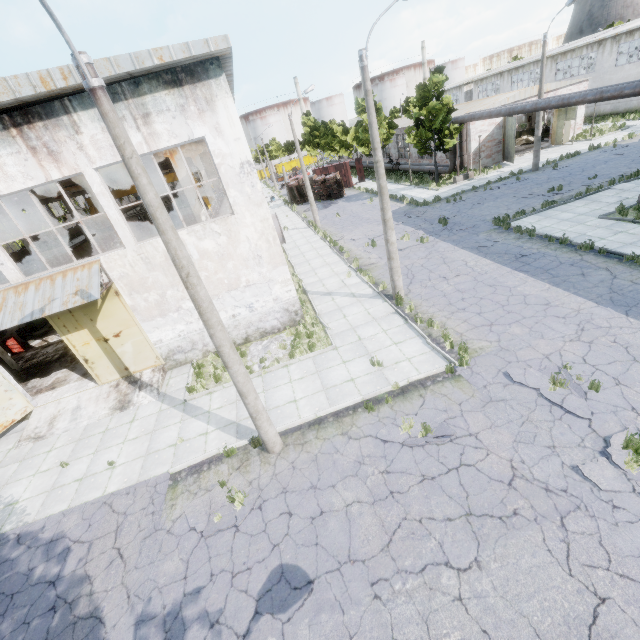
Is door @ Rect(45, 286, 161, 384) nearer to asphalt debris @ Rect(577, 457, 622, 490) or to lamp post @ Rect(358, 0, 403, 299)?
lamp post @ Rect(358, 0, 403, 299)

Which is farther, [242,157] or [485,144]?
[485,144]

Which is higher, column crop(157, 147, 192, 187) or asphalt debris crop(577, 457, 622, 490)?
column crop(157, 147, 192, 187)

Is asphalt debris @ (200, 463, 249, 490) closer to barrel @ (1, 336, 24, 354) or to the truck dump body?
barrel @ (1, 336, 24, 354)

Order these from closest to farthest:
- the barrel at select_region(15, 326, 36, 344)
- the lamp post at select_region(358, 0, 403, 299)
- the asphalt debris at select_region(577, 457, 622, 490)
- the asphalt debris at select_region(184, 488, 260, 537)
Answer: the asphalt debris at select_region(577, 457, 622, 490) → the asphalt debris at select_region(184, 488, 260, 537) → the lamp post at select_region(358, 0, 403, 299) → the barrel at select_region(15, 326, 36, 344)

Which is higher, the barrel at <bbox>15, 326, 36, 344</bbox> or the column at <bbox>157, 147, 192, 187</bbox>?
the column at <bbox>157, 147, 192, 187</bbox>

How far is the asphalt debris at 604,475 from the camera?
6.2 meters

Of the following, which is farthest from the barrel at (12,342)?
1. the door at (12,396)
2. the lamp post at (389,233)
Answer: the lamp post at (389,233)
